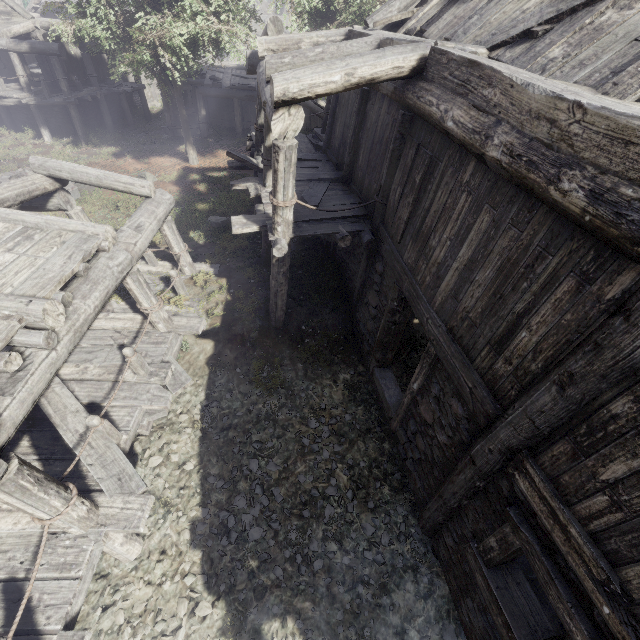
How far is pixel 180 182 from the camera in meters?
15.6 m

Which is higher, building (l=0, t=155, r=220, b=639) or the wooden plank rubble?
the wooden plank rubble

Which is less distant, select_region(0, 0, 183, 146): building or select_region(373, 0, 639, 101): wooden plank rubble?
select_region(373, 0, 639, 101): wooden plank rubble

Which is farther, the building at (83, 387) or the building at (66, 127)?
the building at (66, 127)

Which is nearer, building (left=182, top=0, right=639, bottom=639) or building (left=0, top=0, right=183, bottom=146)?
building (left=182, top=0, right=639, bottom=639)

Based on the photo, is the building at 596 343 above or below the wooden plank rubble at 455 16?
below

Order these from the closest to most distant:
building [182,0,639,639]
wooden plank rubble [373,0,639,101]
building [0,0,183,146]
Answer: building [182,0,639,639]
wooden plank rubble [373,0,639,101]
building [0,0,183,146]
